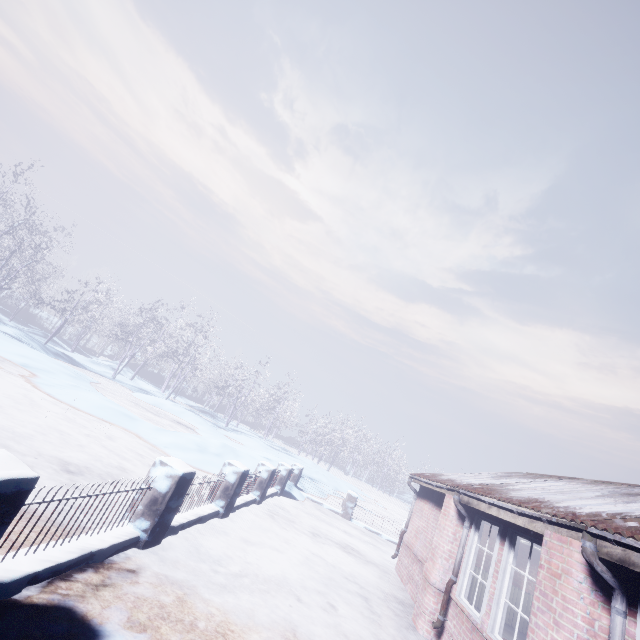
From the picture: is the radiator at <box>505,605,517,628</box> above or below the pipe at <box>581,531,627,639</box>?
below

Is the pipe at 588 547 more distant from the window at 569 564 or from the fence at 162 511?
the fence at 162 511

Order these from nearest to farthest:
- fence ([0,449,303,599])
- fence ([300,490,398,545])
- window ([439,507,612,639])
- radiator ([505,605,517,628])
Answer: fence ([0,449,303,599]) → window ([439,507,612,639]) → radiator ([505,605,517,628]) → fence ([300,490,398,545])

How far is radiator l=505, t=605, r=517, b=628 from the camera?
7.6m

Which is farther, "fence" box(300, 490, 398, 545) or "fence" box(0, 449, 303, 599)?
"fence" box(300, 490, 398, 545)

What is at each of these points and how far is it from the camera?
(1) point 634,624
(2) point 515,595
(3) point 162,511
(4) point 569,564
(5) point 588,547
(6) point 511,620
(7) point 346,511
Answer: (1) window, 2.6 meters
(2) radiator, 7.8 meters
(3) fence, 3.9 meters
(4) window, 3.0 meters
(5) pipe, 2.9 meters
(6) radiator, 7.6 meters
(7) fence, 12.2 meters

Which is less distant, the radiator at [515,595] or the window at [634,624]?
the window at [634,624]

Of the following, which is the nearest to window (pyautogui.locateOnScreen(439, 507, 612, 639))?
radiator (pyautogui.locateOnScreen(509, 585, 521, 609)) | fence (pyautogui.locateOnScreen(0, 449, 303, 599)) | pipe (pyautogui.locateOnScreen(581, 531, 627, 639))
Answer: pipe (pyautogui.locateOnScreen(581, 531, 627, 639))
